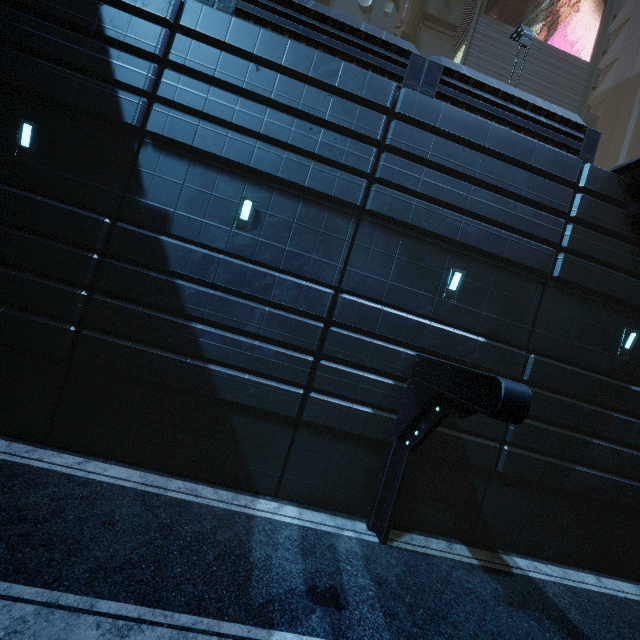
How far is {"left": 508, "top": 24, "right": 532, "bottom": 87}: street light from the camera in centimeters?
1248cm

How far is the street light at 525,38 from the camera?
12.48m

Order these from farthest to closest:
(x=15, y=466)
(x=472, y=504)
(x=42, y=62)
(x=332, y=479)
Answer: (x=472, y=504) < (x=332, y=479) < (x=42, y=62) < (x=15, y=466)

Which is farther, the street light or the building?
the street light

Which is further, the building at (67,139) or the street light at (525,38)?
the street light at (525,38)
